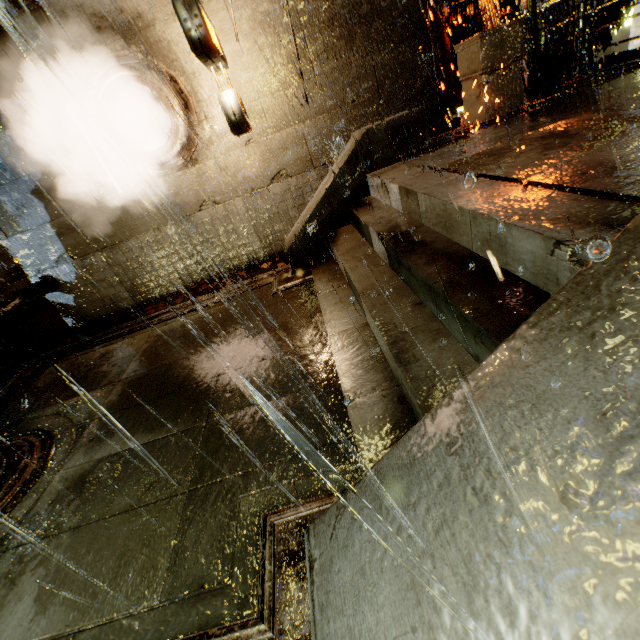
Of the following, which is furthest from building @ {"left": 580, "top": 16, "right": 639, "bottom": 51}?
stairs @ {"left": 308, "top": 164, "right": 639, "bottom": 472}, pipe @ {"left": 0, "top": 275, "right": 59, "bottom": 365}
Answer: stairs @ {"left": 308, "top": 164, "right": 639, "bottom": 472}

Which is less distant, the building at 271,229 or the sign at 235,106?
the sign at 235,106

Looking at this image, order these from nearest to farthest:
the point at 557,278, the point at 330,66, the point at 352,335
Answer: the point at 557,278
the point at 352,335
the point at 330,66

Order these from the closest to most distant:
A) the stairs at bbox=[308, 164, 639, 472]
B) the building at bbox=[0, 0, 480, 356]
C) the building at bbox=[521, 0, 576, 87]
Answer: the stairs at bbox=[308, 164, 639, 472]
the building at bbox=[0, 0, 480, 356]
the building at bbox=[521, 0, 576, 87]

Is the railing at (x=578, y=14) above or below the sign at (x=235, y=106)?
below

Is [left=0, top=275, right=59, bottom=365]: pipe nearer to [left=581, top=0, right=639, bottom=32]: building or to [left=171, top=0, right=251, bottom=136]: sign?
[left=581, top=0, right=639, bottom=32]: building

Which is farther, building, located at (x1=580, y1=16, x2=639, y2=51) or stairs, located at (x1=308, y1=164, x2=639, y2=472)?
building, located at (x1=580, y1=16, x2=639, y2=51)

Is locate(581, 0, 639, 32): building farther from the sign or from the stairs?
the stairs
